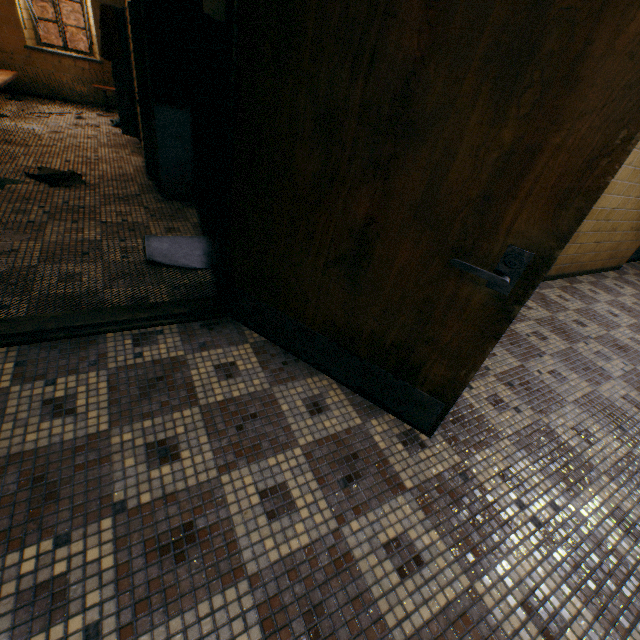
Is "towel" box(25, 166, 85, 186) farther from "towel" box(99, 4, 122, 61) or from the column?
"towel" box(99, 4, 122, 61)

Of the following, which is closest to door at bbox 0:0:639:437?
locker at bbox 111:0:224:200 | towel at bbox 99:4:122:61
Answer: locker at bbox 111:0:224:200

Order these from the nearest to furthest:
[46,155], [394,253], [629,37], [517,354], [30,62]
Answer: Result:
[629,37]
[394,253]
[517,354]
[46,155]
[30,62]

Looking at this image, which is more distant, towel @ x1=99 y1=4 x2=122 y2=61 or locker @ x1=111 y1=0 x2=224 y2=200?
towel @ x1=99 y1=4 x2=122 y2=61

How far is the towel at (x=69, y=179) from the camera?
3.5m

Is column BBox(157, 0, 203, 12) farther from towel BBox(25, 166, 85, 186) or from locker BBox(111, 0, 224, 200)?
towel BBox(25, 166, 85, 186)

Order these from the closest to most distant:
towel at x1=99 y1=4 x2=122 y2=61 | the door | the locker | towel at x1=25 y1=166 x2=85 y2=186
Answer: the door, the locker, towel at x1=25 y1=166 x2=85 y2=186, towel at x1=99 y1=4 x2=122 y2=61

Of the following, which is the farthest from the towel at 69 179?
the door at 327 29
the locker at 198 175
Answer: the door at 327 29
